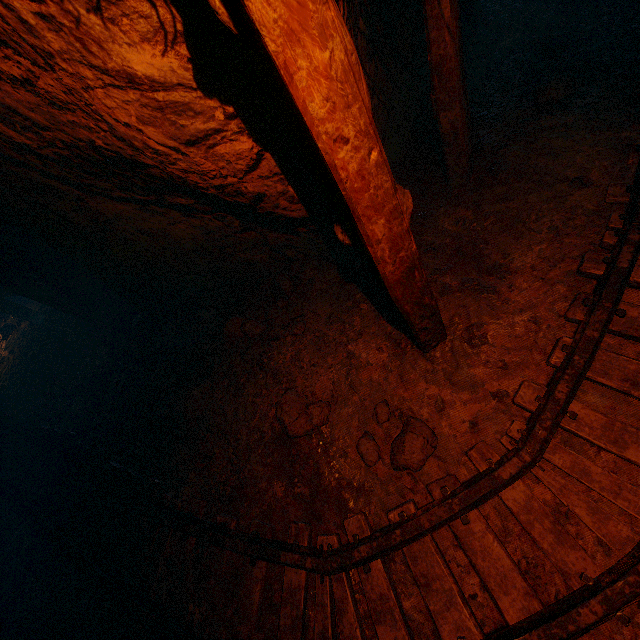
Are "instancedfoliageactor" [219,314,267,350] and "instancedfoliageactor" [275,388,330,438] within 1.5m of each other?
yes

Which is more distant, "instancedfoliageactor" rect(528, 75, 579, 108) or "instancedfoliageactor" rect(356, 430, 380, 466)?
"instancedfoliageactor" rect(528, 75, 579, 108)

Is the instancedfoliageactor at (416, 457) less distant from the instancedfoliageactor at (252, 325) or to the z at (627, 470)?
the z at (627, 470)

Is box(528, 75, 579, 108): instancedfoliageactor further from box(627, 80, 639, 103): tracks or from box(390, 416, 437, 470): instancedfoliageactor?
box(390, 416, 437, 470): instancedfoliageactor

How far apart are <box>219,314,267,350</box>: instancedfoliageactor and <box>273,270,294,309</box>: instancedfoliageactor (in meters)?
0.26

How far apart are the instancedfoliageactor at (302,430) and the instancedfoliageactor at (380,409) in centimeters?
35cm

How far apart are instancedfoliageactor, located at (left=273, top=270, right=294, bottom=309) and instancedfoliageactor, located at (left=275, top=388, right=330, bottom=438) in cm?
107

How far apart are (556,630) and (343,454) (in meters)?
1.61
